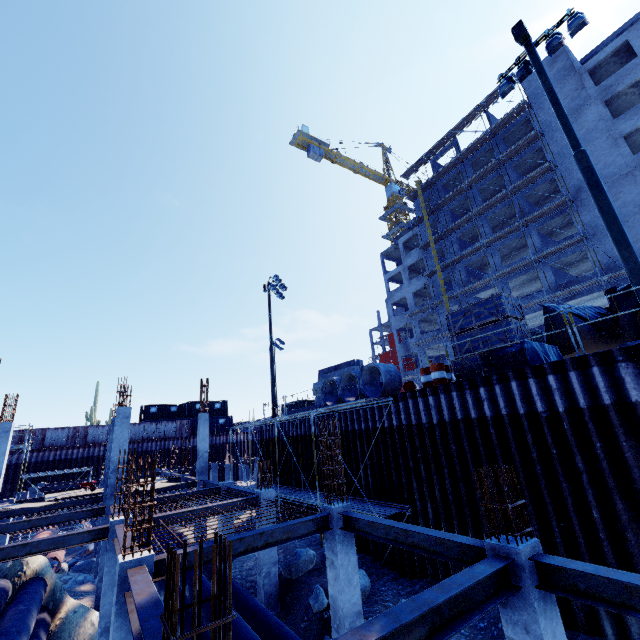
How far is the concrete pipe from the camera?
14.81m

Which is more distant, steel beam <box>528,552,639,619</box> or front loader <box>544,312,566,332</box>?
front loader <box>544,312,566,332</box>

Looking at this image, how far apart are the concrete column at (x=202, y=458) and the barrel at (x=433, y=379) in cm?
1575

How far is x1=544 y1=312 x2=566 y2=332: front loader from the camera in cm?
1203

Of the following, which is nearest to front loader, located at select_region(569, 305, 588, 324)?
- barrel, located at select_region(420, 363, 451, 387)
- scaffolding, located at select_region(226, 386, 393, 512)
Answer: barrel, located at select_region(420, 363, 451, 387)

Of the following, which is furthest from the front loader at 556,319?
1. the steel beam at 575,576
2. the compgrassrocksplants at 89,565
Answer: the compgrassrocksplants at 89,565

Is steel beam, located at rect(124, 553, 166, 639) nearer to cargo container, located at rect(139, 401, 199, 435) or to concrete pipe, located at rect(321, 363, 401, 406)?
concrete pipe, located at rect(321, 363, 401, 406)

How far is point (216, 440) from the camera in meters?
44.8 m
